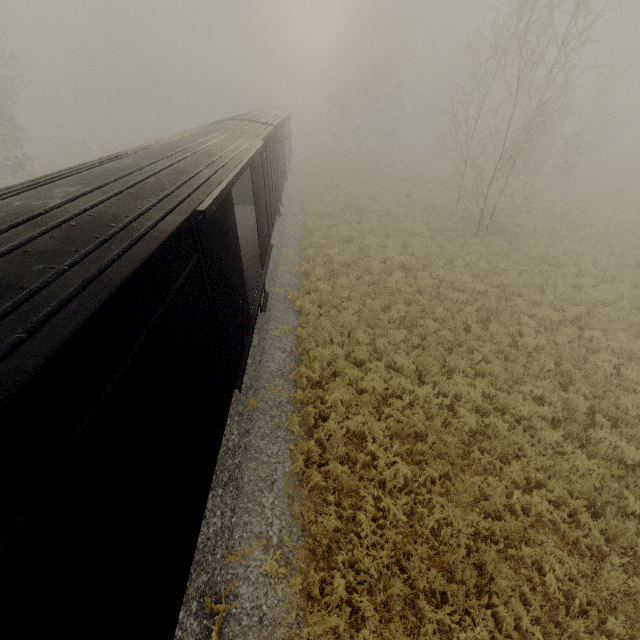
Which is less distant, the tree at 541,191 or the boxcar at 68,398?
the boxcar at 68,398

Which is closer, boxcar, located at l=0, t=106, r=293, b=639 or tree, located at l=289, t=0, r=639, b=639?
boxcar, located at l=0, t=106, r=293, b=639

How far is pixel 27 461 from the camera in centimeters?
179cm
